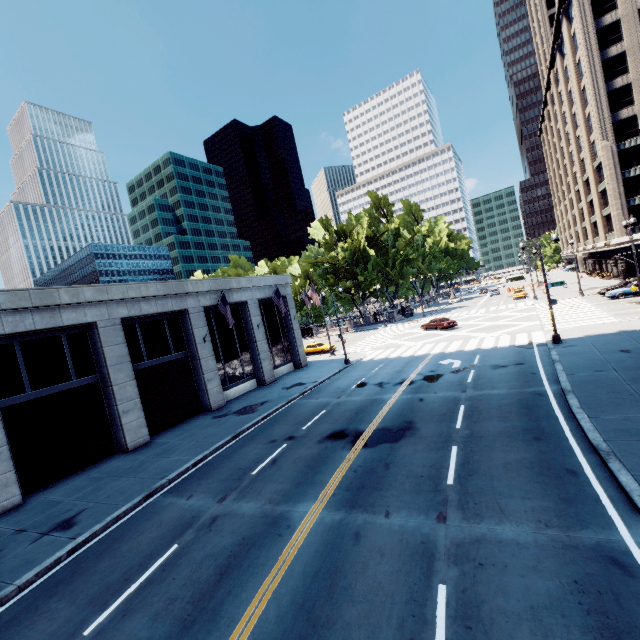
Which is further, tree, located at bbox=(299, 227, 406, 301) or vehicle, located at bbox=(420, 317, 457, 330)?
tree, located at bbox=(299, 227, 406, 301)

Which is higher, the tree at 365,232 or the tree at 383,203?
the tree at 383,203

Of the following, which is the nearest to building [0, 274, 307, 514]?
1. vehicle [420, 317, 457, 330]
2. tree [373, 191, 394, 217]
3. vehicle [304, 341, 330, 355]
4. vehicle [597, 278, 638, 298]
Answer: vehicle [304, 341, 330, 355]

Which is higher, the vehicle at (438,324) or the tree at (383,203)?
the tree at (383,203)

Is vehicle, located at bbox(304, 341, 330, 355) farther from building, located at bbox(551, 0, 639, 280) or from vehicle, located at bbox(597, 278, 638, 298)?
building, located at bbox(551, 0, 639, 280)

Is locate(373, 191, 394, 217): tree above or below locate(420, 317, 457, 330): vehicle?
above

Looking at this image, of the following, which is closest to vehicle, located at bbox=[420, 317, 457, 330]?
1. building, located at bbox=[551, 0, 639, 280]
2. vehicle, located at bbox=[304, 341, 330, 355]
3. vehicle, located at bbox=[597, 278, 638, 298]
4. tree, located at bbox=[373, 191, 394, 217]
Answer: vehicle, located at bbox=[304, 341, 330, 355]

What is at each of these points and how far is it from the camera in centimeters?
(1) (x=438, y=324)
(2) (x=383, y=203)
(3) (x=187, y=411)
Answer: (1) vehicle, 3825cm
(2) tree, 5944cm
(3) building, 2292cm
